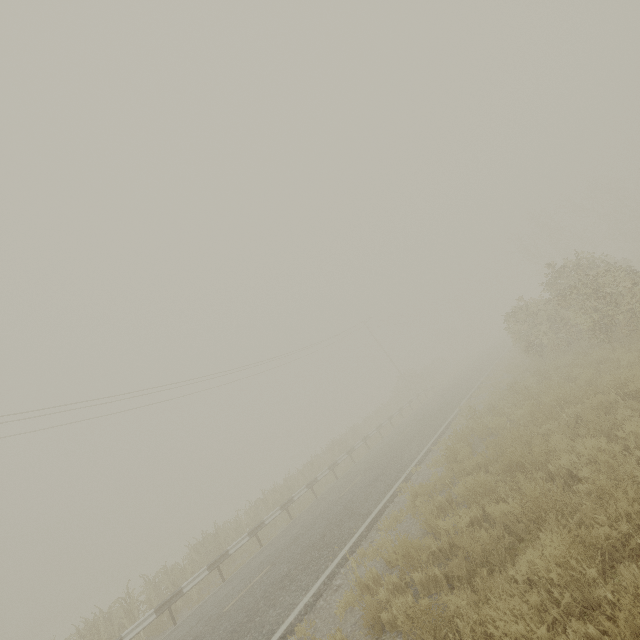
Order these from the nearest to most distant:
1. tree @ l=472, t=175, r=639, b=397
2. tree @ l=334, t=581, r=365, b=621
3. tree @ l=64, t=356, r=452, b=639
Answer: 1. tree @ l=334, t=581, r=365, b=621
2. tree @ l=472, t=175, r=639, b=397
3. tree @ l=64, t=356, r=452, b=639

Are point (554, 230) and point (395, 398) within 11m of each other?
no

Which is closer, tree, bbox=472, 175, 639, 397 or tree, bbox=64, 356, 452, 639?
tree, bbox=472, 175, 639, 397

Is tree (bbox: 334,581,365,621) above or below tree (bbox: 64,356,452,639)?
below

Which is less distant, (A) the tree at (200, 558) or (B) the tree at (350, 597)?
(B) the tree at (350, 597)

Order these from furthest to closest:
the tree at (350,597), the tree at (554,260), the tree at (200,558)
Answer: the tree at (200,558)
the tree at (554,260)
the tree at (350,597)

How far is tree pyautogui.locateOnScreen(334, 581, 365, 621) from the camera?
5.89m
